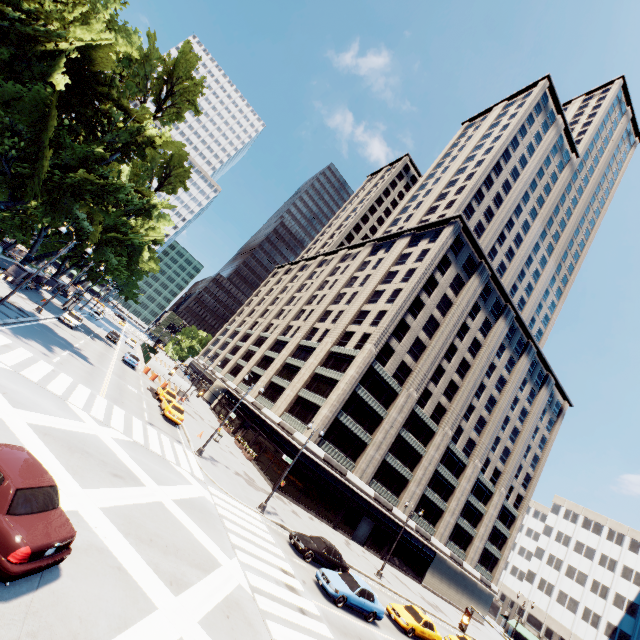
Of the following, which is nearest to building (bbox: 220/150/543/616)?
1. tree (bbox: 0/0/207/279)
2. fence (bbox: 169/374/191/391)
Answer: fence (bbox: 169/374/191/391)

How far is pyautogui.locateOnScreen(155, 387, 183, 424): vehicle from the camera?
29.1m

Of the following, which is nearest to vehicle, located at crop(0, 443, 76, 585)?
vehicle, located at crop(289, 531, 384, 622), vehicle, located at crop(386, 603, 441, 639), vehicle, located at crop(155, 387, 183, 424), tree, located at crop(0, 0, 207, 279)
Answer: vehicle, located at crop(289, 531, 384, 622)

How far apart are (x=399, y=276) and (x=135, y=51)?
37.9 meters

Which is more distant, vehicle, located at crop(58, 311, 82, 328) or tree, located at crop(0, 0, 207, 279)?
vehicle, located at crop(58, 311, 82, 328)

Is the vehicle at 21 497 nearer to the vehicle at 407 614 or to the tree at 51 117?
the tree at 51 117

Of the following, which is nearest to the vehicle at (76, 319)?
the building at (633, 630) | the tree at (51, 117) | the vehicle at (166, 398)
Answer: the tree at (51, 117)

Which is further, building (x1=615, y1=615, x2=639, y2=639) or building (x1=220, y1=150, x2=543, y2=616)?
building (x1=615, y1=615, x2=639, y2=639)
